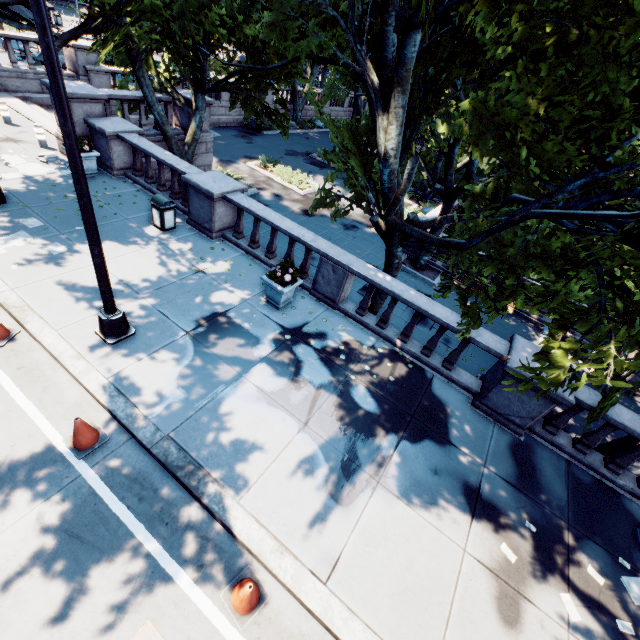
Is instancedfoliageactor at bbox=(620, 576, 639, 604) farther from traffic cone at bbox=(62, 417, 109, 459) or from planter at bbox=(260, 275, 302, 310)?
traffic cone at bbox=(62, 417, 109, 459)

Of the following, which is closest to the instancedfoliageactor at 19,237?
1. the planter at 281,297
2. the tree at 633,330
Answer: the tree at 633,330

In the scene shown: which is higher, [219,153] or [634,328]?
[634,328]

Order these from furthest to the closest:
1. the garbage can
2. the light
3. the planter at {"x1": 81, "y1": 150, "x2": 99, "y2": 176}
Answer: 1. the planter at {"x1": 81, "y1": 150, "x2": 99, "y2": 176}
2. the garbage can
3. the light

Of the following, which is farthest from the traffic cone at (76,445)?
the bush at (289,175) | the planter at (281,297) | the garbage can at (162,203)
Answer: the bush at (289,175)

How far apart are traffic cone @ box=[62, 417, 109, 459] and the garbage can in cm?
668

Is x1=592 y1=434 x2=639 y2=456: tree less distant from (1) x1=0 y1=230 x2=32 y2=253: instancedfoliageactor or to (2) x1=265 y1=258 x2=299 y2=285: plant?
(2) x1=265 y1=258 x2=299 y2=285: plant

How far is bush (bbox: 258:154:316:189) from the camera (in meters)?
20.55
